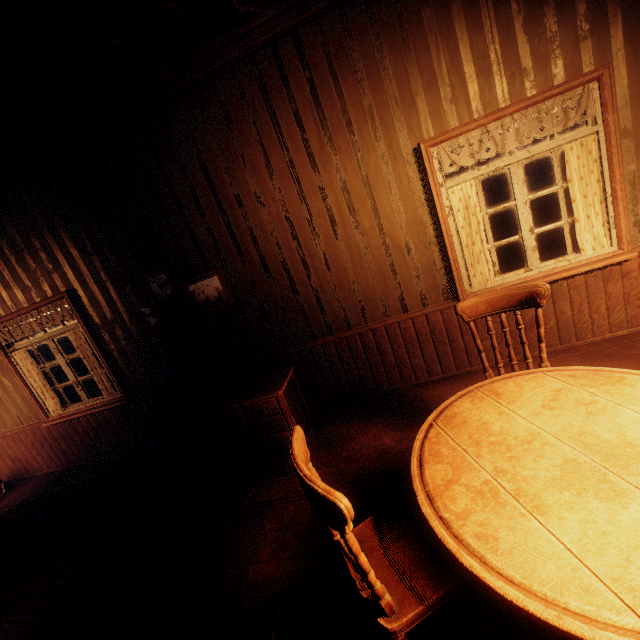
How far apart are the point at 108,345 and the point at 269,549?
3.4m

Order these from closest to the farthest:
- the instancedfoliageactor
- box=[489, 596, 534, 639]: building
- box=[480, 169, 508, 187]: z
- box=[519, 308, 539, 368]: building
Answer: box=[489, 596, 534, 639]: building < box=[519, 308, 539, 368]: building < the instancedfoliageactor < box=[480, 169, 508, 187]: z

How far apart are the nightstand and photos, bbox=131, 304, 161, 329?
1.00m

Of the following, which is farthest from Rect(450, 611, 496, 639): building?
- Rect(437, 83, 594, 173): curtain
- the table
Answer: the table

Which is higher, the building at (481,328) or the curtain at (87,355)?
the curtain at (87,355)

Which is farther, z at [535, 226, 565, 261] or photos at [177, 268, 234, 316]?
z at [535, 226, 565, 261]

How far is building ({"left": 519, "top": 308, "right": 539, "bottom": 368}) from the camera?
3.3 meters

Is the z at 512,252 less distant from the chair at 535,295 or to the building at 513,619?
the building at 513,619
